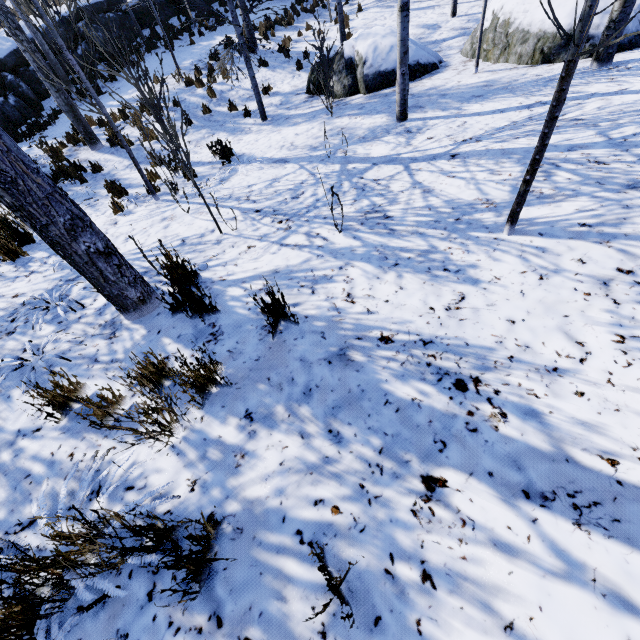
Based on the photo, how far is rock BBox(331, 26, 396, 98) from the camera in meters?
7.8

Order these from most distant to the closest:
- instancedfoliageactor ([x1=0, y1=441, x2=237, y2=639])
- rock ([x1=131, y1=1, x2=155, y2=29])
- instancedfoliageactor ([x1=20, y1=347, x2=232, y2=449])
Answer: rock ([x1=131, y1=1, x2=155, y2=29]) → instancedfoliageactor ([x1=20, y1=347, x2=232, y2=449]) → instancedfoliageactor ([x1=0, y1=441, x2=237, y2=639])

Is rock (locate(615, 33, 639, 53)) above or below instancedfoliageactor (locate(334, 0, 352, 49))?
below

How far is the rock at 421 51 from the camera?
7.8 meters

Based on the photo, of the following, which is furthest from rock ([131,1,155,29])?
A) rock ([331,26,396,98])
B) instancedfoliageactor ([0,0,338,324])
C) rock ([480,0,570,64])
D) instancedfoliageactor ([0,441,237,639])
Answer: rock ([480,0,570,64])

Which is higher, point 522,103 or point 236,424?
point 236,424

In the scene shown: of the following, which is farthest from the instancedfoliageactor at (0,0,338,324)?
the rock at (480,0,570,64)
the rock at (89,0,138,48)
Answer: the rock at (480,0,570,64)

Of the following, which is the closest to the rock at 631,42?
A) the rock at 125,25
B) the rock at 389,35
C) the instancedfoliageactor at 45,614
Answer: the rock at 389,35
